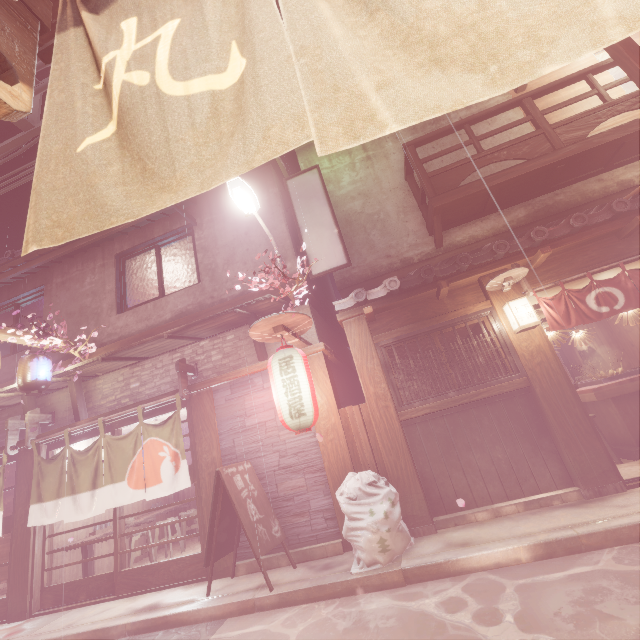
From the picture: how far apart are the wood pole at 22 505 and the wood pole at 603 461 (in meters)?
16.01

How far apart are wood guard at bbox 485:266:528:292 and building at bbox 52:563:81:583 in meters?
16.6 m

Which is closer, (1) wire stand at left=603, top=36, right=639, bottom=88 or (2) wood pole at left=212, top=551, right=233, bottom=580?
(1) wire stand at left=603, top=36, right=639, bottom=88

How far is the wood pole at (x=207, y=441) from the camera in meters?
9.4

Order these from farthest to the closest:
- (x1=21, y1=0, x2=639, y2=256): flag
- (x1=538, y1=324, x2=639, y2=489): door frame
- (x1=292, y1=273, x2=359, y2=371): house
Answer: (x1=292, y1=273, x2=359, y2=371): house < (x1=538, y1=324, x2=639, y2=489): door frame < (x1=21, y1=0, x2=639, y2=256): flag

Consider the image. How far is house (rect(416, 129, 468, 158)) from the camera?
13.0 meters

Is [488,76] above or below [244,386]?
below

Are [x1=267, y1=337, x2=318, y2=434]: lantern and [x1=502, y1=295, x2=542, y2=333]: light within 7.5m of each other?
yes
